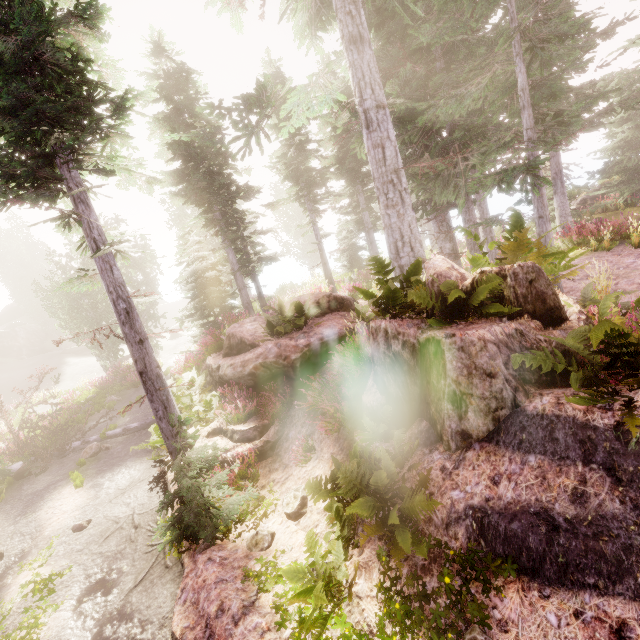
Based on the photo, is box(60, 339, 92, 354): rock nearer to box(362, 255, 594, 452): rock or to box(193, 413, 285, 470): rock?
box(193, 413, 285, 470): rock

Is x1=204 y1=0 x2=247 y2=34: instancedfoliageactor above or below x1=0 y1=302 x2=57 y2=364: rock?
above

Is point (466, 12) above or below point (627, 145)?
above

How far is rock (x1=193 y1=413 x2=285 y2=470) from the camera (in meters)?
8.25

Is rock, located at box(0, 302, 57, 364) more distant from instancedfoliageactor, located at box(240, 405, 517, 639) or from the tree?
the tree

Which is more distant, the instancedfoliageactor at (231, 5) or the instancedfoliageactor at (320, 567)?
the instancedfoliageactor at (231, 5)

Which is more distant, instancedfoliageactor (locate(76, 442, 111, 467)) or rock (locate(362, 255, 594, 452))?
instancedfoliageactor (locate(76, 442, 111, 467))

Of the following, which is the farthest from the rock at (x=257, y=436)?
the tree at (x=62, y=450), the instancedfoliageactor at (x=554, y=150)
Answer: the tree at (x=62, y=450)
